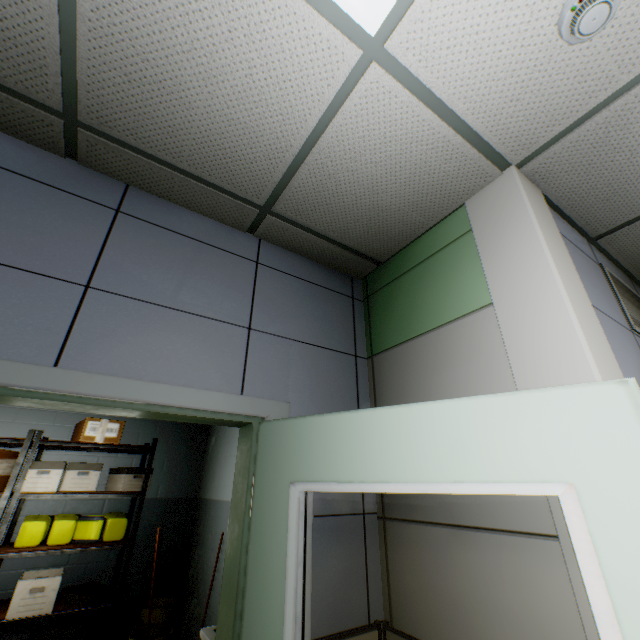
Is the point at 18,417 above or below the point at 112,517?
above

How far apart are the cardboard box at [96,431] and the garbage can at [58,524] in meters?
0.7 m

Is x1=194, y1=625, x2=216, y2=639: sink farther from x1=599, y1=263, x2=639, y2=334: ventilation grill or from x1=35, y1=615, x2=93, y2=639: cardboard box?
x1=599, y1=263, x2=639, y2=334: ventilation grill

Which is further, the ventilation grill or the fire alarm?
the ventilation grill

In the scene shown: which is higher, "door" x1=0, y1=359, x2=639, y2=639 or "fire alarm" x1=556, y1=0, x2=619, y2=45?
"fire alarm" x1=556, y1=0, x2=619, y2=45

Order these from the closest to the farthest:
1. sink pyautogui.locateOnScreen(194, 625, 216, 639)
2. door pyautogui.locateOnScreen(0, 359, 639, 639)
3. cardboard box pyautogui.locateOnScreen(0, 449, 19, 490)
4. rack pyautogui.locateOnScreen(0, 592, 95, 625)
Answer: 1. door pyautogui.locateOnScreen(0, 359, 639, 639)
2. sink pyautogui.locateOnScreen(194, 625, 216, 639)
3. rack pyautogui.locateOnScreen(0, 592, 95, 625)
4. cardboard box pyautogui.locateOnScreen(0, 449, 19, 490)

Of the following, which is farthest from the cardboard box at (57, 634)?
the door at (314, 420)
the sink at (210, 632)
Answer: the door at (314, 420)

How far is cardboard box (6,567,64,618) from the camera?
2.9 meters
